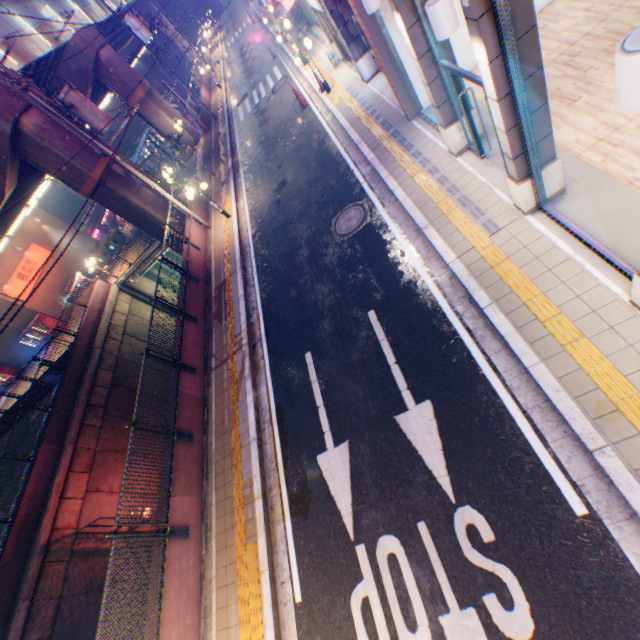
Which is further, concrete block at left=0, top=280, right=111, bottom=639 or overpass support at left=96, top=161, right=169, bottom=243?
overpass support at left=96, top=161, right=169, bottom=243

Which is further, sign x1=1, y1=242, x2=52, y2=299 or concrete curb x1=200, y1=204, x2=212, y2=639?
sign x1=1, y1=242, x2=52, y2=299

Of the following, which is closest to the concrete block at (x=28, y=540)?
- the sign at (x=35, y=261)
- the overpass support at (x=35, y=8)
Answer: the overpass support at (x=35, y=8)

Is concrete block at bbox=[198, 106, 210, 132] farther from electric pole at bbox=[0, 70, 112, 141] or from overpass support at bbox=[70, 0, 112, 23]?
electric pole at bbox=[0, 70, 112, 141]

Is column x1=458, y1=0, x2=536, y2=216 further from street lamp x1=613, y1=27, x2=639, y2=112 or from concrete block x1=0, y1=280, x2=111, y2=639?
concrete block x1=0, y1=280, x2=111, y2=639

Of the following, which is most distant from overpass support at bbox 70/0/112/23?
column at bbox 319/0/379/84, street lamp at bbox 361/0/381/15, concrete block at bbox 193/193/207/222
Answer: street lamp at bbox 361/0/381/15

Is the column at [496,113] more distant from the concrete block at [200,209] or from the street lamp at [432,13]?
the concrete block at [200,209]

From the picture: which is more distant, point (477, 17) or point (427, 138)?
point (427, 138)
